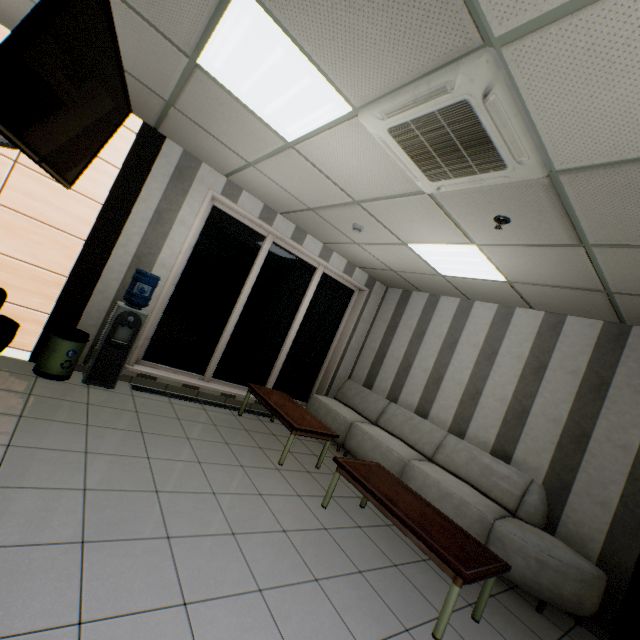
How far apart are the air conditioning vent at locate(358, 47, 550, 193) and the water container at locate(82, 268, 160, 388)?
3.12m

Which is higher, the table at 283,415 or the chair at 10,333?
the chair at 10,333

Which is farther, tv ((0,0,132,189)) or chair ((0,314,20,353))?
chair ((0,314,20,353))

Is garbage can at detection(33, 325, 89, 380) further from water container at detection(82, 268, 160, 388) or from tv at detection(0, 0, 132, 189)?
tv at detection(0, 0, 132, 189)

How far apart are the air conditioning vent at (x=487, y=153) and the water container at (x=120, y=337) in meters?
3.1 m

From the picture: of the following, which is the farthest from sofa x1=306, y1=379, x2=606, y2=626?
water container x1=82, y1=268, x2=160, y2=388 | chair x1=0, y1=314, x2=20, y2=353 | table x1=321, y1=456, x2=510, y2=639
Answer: chair x1=0, y1=314, x2=20, y2=353

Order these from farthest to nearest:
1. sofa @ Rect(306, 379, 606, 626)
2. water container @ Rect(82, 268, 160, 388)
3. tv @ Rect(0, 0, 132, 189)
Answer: water container @ Rect(82, 268, 160, 388) < sofa @ Rect(306, 379, 606, 626) < tv @ Rect(0, 0, 132, 189)

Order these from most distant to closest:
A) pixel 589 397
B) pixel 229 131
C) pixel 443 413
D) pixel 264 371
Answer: pixel 264 371 < pixel 443 413 < pixel 589 397 < pixel 229 131
